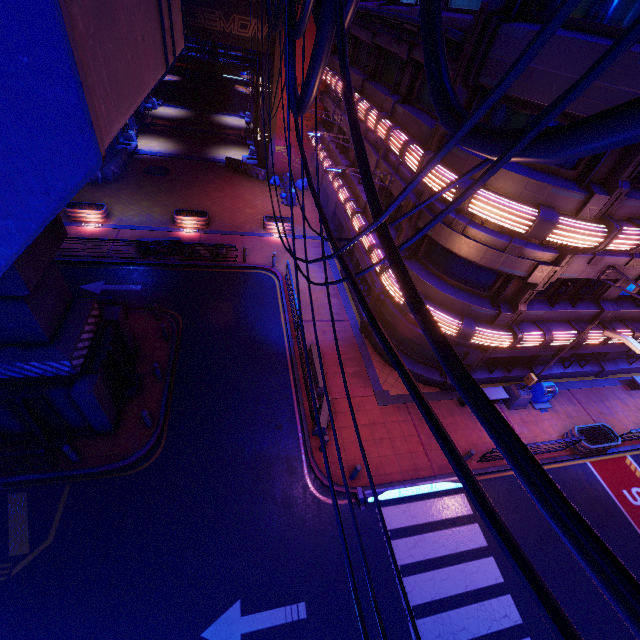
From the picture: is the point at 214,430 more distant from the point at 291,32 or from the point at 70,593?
the point at 291,32

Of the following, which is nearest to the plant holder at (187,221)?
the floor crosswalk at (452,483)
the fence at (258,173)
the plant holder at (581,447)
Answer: the fence at (258,173)

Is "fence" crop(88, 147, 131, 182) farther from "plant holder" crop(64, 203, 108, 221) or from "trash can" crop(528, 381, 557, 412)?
"trash can" crop(528, 381, 557, 412)

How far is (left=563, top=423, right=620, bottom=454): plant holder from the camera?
14.4m

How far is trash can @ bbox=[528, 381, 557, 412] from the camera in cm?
1596

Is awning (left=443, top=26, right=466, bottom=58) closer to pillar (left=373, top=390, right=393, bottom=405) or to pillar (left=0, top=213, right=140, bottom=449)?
pillar (left=0, top=213, right=140, bottom=449)

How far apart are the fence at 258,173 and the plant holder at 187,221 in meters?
9.4 m

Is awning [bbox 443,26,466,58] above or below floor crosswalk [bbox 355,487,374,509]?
above
